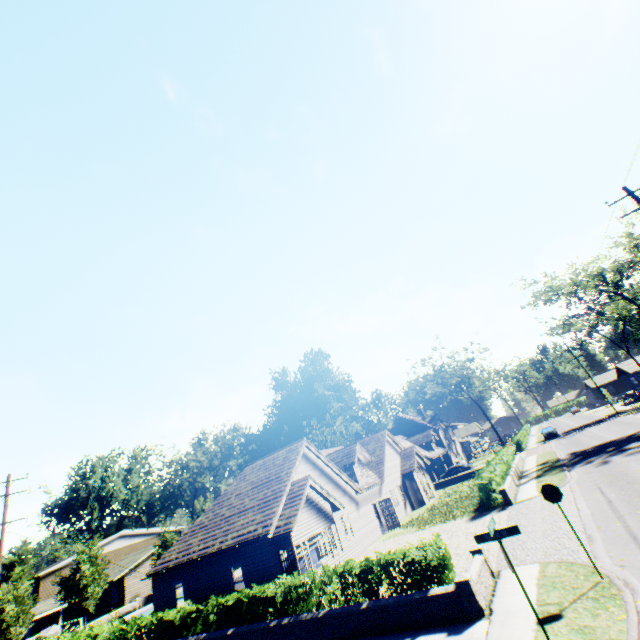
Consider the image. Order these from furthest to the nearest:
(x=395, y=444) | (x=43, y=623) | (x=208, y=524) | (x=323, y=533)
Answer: (x=43, y=623)
(x=395, y=444)
(x=208, y=524)
(x=323, y=533)

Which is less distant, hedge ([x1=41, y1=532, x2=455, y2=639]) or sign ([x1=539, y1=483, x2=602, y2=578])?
sign ([x1=539, y1=483, x2=602, y2=578])

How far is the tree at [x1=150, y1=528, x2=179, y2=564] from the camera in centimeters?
3806cm

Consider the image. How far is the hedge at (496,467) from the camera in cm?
2014

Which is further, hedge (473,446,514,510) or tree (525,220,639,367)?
tree (525,220,639,367)

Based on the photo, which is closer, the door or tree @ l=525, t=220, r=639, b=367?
the door

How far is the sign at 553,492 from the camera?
8.5m

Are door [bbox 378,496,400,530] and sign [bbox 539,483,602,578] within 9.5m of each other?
no
